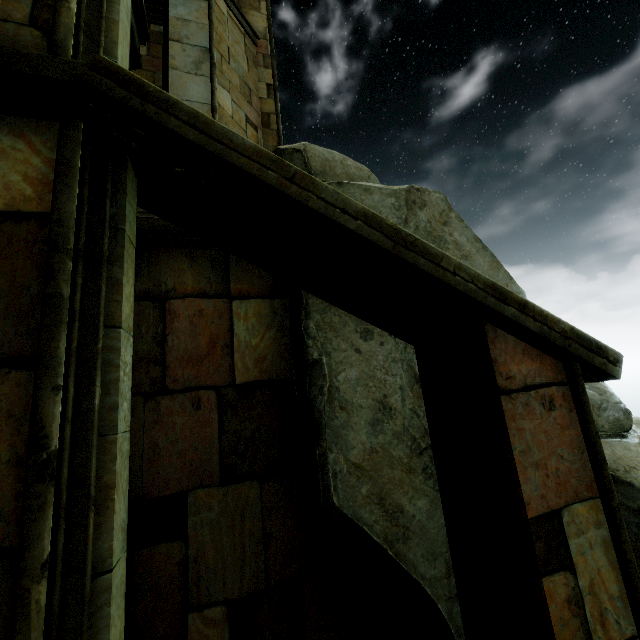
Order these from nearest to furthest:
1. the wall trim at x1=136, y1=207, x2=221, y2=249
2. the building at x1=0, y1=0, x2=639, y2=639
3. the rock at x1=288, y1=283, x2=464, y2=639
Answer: the building at x1=0, y1=0, x2=639, y2=639
the rock at x1=288, y1=283, x2=464, y2=639
the wall trim at x1=136, y1=207, x2=221, y2=249

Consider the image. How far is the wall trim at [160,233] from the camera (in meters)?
4.09

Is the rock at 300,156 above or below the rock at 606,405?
above

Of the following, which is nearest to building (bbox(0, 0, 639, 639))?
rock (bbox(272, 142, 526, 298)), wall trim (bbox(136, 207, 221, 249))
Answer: rock (bbox(272, 142, 526, 298))

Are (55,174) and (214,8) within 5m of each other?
no

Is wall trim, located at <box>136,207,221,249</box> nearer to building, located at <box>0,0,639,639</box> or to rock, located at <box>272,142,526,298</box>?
rock, located at <box>272,142,526,298</box>
